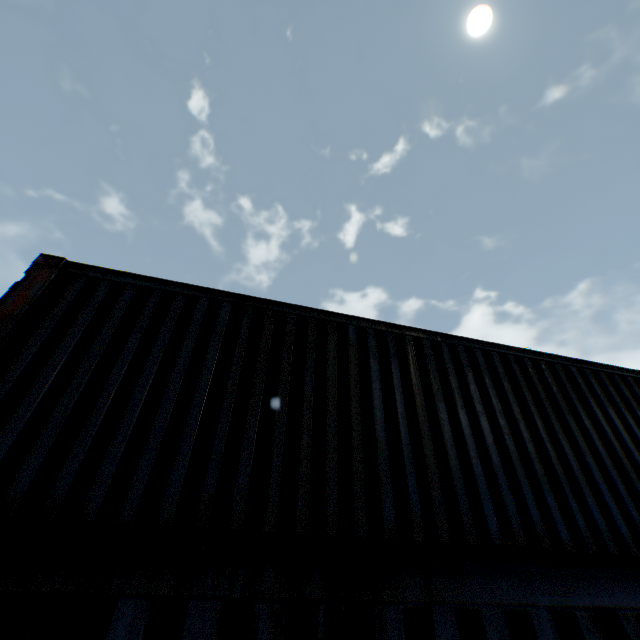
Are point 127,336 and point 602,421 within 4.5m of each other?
no
